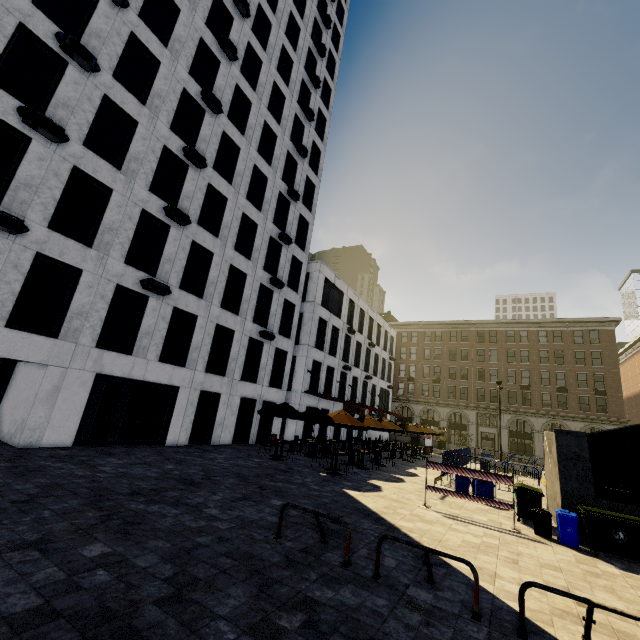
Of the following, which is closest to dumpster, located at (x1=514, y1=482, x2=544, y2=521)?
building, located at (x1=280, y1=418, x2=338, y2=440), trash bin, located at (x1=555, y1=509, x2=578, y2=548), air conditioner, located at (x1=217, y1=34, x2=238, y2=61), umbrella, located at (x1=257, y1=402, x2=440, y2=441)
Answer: trash bin, located at (x1=555, y1=509, x2=578, y2=548)

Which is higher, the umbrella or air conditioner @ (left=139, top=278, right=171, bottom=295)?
air conditioner @ (left=139, top=278, right=171, bottom=295)

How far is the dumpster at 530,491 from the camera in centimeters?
1089cm

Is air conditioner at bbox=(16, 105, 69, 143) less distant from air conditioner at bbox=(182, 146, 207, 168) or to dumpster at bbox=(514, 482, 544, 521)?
air conditioner at bbox=(182, 146, 207, 168)

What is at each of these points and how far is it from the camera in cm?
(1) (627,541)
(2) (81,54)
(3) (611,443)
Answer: (1) dumpster, 829
(2) air conditioner, 1270
(3) building, 3909

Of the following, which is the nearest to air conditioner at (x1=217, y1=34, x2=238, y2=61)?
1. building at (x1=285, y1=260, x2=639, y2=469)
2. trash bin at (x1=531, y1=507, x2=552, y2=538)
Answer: building at (x1=285, y1=260, x2=639, y2=469)

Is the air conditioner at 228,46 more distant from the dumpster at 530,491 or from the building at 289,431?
the dumpster at 530,491

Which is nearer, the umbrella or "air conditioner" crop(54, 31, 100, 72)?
"air conditioner" crop(54, 31, 100, 72)
